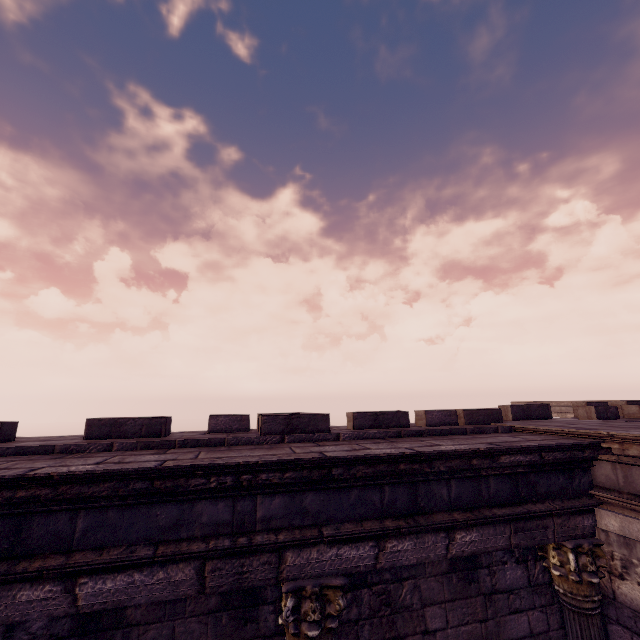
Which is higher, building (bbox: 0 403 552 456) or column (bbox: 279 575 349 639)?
building (bbox: 0 403 552 456)

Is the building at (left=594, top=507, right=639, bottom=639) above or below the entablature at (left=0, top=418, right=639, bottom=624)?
below

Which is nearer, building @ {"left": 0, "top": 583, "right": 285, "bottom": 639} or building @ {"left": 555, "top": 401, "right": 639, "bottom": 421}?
building @ {"left": 0, "top": 583, "right": 285, "bottom": 639}

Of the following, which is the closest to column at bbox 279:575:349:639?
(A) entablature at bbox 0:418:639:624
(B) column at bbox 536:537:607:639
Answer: (A) entablature at bbox 0:418:639:624

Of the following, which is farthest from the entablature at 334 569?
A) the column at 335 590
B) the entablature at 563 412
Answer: the entablature at 563 412

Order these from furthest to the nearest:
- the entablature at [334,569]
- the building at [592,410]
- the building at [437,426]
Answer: the building at [592,410]
the building at [437,426]
the entablature at [334,569]

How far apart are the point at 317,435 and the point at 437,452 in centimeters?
141cm

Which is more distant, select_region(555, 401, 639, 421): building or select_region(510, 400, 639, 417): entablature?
select_region(510, 400, 639, 417): entablature
